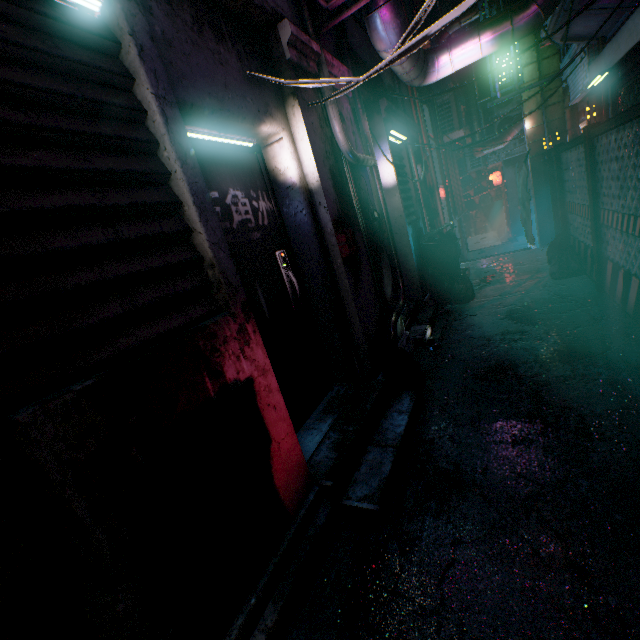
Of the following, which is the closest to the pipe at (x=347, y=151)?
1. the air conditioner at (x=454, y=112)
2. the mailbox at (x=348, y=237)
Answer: the mailbox at (x=348, y=237)

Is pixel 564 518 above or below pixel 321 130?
below

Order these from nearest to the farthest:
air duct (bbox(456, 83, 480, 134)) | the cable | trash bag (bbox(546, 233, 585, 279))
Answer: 1. the cable
2. trash bag (bbox(546, 233, 585, 279))
3. air duct (bbox(456, 83, 480, 134))

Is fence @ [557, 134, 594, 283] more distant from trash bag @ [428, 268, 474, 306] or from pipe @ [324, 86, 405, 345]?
pipe @ [324, 86, 405, 345]

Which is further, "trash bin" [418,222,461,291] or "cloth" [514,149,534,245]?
"trash bin" [418,222,461,291]

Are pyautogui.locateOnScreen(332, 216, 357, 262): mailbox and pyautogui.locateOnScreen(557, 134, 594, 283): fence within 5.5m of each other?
yes

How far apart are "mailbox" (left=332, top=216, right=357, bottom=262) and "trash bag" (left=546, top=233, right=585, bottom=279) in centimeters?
363cm

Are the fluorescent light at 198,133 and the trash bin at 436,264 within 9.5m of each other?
yes
